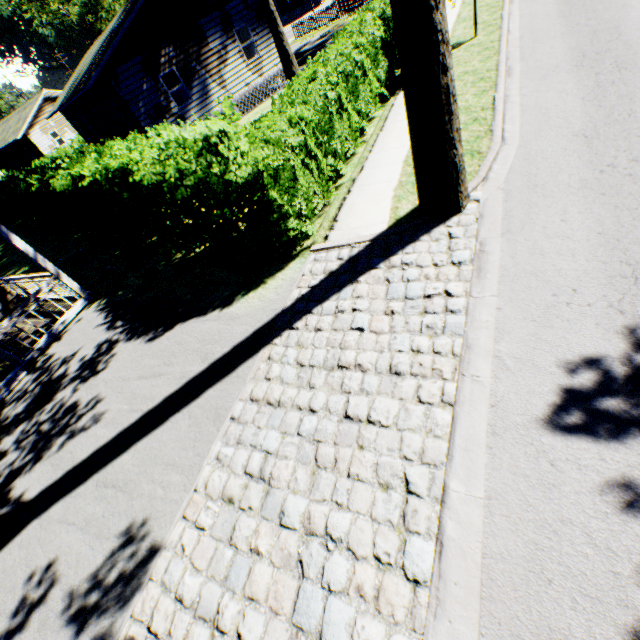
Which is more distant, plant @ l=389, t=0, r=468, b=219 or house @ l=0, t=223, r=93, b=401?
house @ l=0, t=223, r=93, b=401

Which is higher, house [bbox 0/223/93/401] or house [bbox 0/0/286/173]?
house [bbox 0/0/286/173]

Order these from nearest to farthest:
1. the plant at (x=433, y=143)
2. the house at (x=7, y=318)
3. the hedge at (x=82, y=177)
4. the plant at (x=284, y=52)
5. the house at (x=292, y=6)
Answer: the plant at (x=433, y=143), the hedge at (x=82, y=177), the house at (x=7, y=318), the plant at (x=284, y=52), the house at (x=292, y=6)

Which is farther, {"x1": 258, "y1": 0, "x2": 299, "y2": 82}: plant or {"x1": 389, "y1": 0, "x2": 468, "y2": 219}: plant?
{"x1": 258, "y1": 0, "x2": 299, "y2": 82}: plant

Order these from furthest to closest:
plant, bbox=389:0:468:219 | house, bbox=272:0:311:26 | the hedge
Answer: house, bbox=272:0:311:26 → the hedge → plant, bbox=389:0:468:219

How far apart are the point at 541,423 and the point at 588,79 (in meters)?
8.69

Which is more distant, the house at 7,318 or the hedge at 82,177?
the house at 7,318

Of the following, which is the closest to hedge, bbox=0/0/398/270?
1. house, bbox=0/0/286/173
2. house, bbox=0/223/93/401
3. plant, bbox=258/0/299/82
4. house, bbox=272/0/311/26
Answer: house, bbox=0/223/93/401
